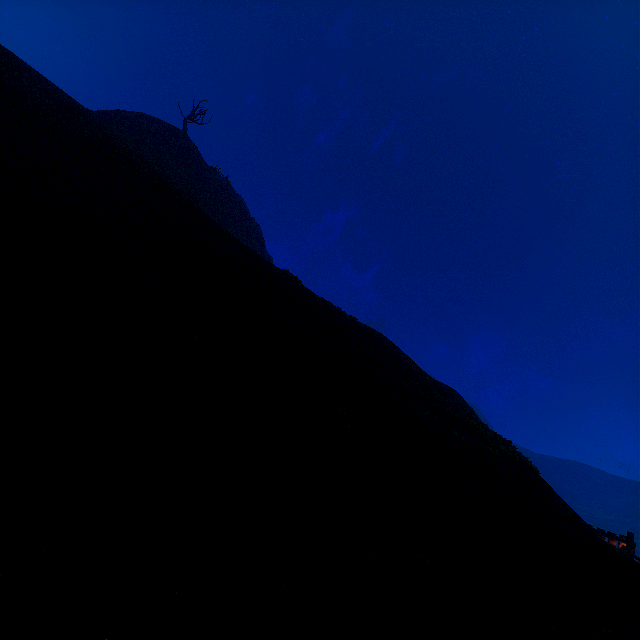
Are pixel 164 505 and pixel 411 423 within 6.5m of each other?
yes
